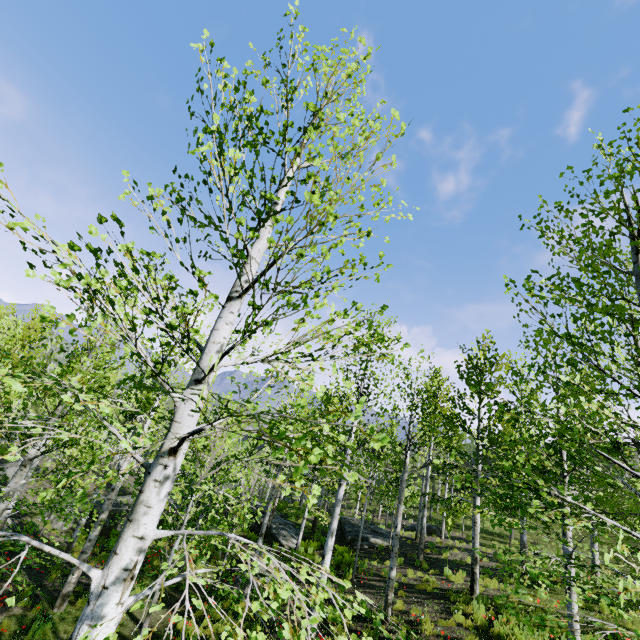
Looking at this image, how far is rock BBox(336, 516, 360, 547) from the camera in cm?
1988

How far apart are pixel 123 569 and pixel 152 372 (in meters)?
14.32

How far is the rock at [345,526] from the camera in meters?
19.9

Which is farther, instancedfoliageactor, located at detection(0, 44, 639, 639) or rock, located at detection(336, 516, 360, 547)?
rock, located at detection(336, 516, 360, 547)

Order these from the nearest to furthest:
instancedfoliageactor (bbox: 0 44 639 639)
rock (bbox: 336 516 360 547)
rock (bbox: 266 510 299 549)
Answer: instancedfoliageactor (bbox: 0 44 639 639)
rock (bbox: 266 510 299 549)
rock (bbox: 336 516 360 547)
